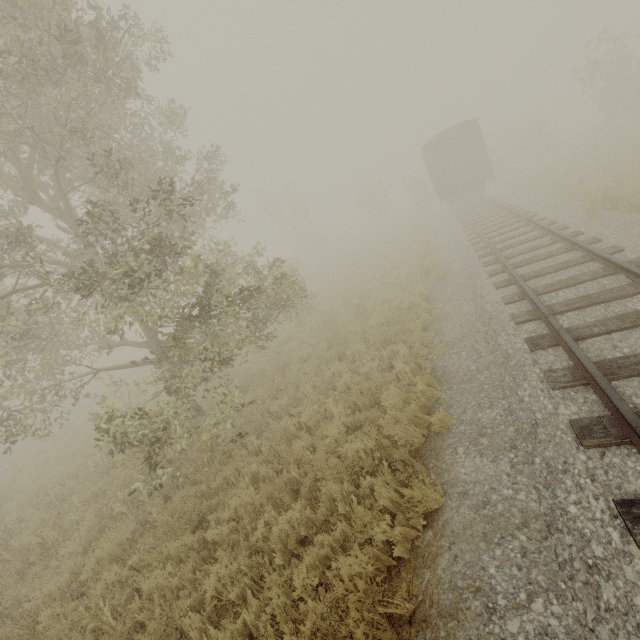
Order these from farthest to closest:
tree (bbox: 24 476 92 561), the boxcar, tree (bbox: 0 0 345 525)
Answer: the boxcar
tree (bbox: 24 476 92 561)
tree (bbox: 0 0 345 525)

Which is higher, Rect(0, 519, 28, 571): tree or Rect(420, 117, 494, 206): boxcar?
Rect(420, 117, 494, 206): boxcar

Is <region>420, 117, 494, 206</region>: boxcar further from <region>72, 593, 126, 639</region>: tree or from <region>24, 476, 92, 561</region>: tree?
<region>24, 476, 92, 561</region>: tree

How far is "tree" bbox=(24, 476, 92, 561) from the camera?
6.8m

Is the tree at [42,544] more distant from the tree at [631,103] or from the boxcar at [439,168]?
the boxcar at [439,168]

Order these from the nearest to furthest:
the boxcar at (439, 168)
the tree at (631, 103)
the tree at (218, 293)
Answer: the tree at (218, 293)
the boxcar at (439, 168)
the tree at (631, 103)

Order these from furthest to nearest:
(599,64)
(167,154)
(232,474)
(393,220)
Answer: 1. (393,220)
2. (599,64)
3. (167,154)
4. (232,474)
